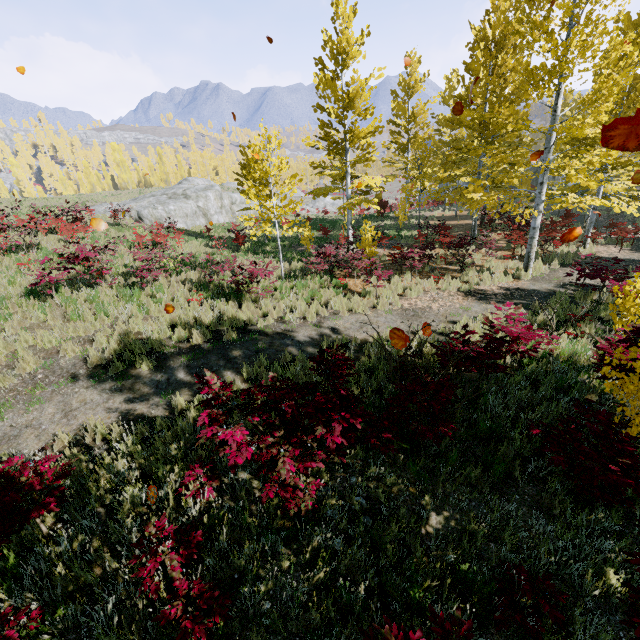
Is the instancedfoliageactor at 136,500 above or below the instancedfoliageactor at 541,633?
above

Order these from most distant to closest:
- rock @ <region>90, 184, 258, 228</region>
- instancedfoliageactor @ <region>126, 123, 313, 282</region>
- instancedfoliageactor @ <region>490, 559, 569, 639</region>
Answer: rock @ <region>90, 184, 258, 228</region> → instancedfoliageactor @ <region>126, 123, 313, 282</region> → instancedfoliageactor @ <region>490, 559, 569, 639</region>

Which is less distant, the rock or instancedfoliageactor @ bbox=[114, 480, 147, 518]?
instancedfoliageactor @ bbox=[114, 480, 147, 518]

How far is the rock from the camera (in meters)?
25.42

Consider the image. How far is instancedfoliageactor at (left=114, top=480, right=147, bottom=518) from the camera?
4.0 meters

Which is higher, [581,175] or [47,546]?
[581,175]

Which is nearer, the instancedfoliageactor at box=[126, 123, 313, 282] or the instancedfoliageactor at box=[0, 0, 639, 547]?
the instancedfoliageactor at box=[0, 0, 639, 547]

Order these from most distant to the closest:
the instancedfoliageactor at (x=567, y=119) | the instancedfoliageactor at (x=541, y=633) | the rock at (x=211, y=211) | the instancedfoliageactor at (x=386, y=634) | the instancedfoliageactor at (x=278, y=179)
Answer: the rock at (x=211, y=211)
the instancedfoliageactor at (x=278, y=179)
the instancedfoliageactor at (x=567, y=119)
the instancedfoliageactor at (x=541, y=633)
the instancedfoliageactor at (x=386, y=634)
